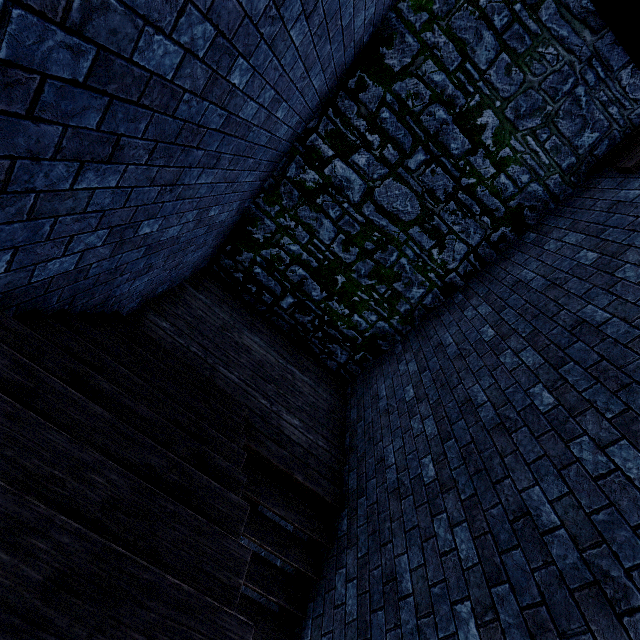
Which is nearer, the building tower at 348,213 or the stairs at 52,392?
the stairs at 52,392

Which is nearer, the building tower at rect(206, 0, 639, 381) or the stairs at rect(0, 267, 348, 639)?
the stairs at rect(0, 267, 348, 639)

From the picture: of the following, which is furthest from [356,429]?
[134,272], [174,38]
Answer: [174,38]
